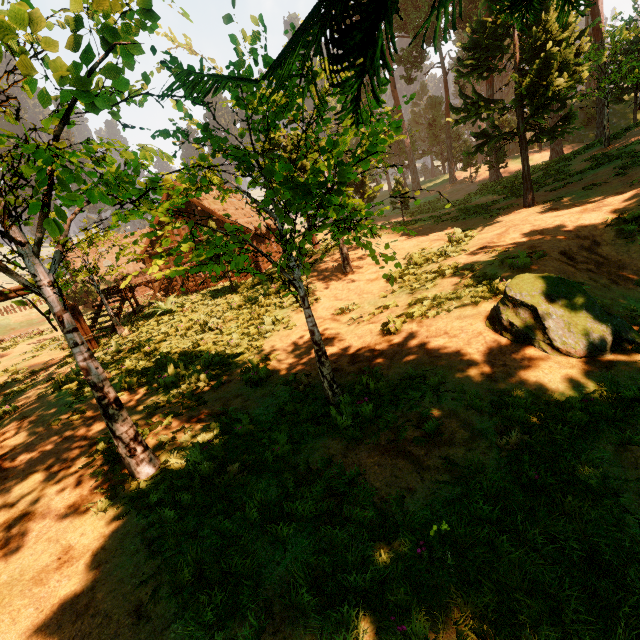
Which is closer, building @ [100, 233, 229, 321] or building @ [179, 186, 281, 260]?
building @ [100, 233, 229, 321]

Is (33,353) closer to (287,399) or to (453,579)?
(287,399)

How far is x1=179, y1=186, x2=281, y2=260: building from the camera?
Answer: 22.8m

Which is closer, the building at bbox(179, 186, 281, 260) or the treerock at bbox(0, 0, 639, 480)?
the treerock at bbox(0, 0, 639, 480)

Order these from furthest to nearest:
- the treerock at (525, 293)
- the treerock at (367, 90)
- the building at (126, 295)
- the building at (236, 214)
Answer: the building at (236, 214)
the building at (126, 295)
the treerock at (525, 293)
the treerock at (367, 90)

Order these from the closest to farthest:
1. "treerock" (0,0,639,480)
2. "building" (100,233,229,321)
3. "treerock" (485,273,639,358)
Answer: "treerock" (0,0,639,480)
"treerock" (485,273,639,358)
"building" (100,233,229,321)

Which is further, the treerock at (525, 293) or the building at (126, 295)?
the building at (126, 295)
